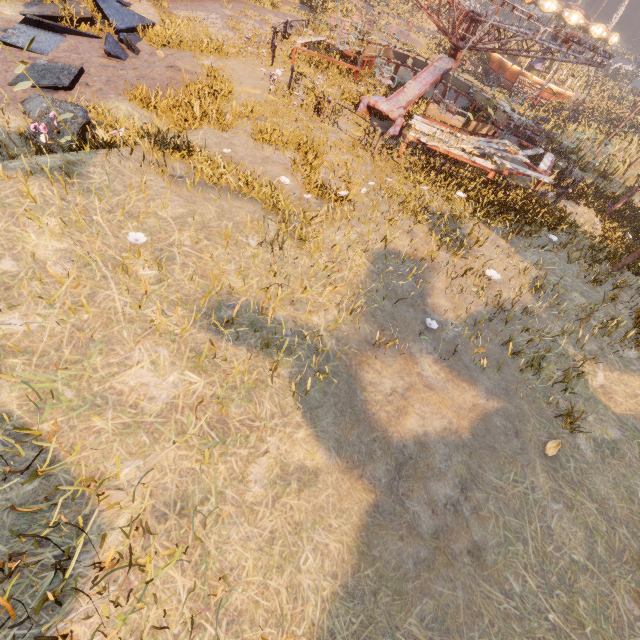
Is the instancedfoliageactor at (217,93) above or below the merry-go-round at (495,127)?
below

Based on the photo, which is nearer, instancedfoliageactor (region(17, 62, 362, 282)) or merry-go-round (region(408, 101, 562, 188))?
instancedfoliageactor (region(17, 62, 362, 282))

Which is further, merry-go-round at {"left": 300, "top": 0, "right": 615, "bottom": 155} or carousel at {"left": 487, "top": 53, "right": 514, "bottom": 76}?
carousel at {"left": 487, "top": 53, "right": 514, "bottom": 76}

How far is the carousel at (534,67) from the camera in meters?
24.6 m

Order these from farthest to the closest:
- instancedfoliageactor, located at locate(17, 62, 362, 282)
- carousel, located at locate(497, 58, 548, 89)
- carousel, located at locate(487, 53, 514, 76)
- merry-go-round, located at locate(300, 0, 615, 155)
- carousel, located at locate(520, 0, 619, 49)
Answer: carousel, located at locate(487, 53, 514, 76)
carousel, located at locate(497, 58, 548, 89)
carousel, located at locate(520, 0, 619, 49)
merry-go-round, located at locate(300, 0, 615, 155)
instancedfoliageactor, located at locate(17, 62, 362, 282)

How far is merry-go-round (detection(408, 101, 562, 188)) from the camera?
10.41m

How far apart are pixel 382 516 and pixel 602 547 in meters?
2.9 m

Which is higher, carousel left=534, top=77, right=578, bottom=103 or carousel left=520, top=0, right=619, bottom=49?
carousel left=520, top=0, right=619, bottom=49
